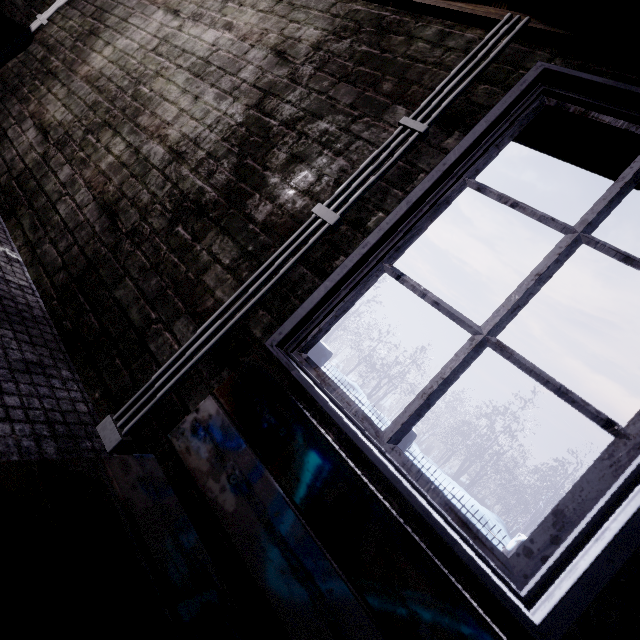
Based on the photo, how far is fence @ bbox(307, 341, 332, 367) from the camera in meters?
6.9

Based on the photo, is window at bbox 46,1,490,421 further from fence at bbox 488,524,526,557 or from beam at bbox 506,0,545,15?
fence at bbox 488,524,526,557

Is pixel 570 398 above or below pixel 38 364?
above

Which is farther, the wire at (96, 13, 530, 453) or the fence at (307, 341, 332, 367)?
the fence at (307, 341, 332, 367)

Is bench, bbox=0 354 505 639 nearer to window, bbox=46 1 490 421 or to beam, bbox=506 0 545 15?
window, bbox=46 1 490 421

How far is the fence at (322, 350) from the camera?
6.89m

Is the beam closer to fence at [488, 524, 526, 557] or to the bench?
the bench

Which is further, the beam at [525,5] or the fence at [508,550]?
the fence at [508,550]
